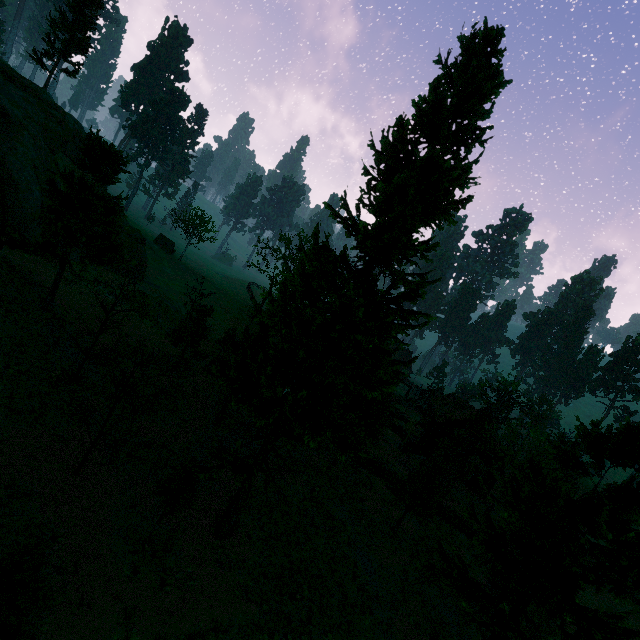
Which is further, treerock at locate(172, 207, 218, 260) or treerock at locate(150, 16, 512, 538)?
treerock at locate(172, 207, 218, 260)

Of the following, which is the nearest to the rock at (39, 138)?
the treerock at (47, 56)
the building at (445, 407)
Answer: the treerock at (47, 56)

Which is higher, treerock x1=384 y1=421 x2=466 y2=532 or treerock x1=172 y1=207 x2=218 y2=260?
treerock x1=172 y1=207 x2=218 y2=260

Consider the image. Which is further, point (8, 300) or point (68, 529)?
point (8, 300)

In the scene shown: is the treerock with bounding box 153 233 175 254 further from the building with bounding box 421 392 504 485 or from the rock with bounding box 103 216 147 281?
the rock with bounding box 103 216 147 281

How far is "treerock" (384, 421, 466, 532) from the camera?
20.9 meters

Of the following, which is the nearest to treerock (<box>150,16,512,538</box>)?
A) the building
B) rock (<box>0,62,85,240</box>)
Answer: the building

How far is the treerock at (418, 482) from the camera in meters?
20.9 m
